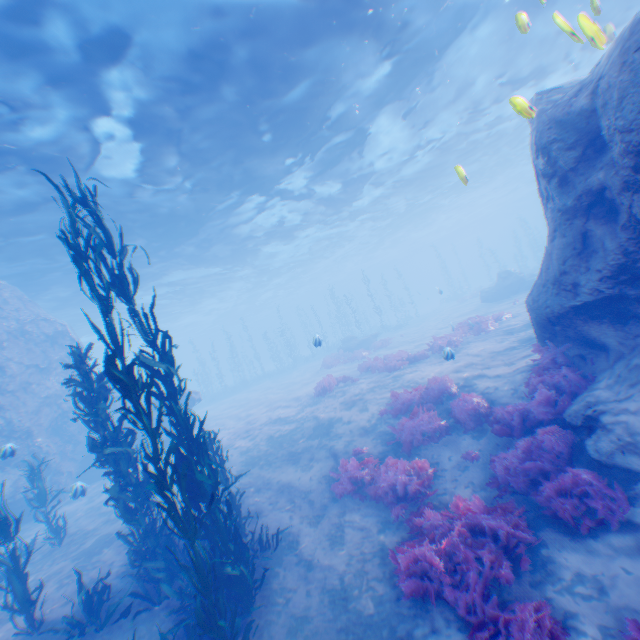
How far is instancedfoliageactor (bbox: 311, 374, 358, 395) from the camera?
16.9m

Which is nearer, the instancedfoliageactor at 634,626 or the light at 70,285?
the instancedfoliageactor at 634,626

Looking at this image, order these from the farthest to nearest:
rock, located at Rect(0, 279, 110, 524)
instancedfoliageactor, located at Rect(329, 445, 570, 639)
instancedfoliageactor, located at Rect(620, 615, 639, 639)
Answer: rock, located at Rect(0, 279, 110, 524) < instancedfoliageactor, located at Rect(329, 445, 570, 639) < instancedfoliageactor, located at Rect(620, 615, 639, 639)

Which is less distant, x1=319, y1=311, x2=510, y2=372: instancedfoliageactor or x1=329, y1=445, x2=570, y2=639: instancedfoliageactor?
x1=329, y1=445, x2=570, y2=639: instancedfoliageactor

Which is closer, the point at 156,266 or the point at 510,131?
the point at 156,266

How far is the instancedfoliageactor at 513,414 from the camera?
5.32m

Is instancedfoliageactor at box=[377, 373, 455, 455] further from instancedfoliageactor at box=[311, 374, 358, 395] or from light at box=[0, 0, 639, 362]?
instancedfoliageactor at box=[311, 374, 358, 395]

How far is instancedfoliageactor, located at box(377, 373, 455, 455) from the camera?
9.23m
